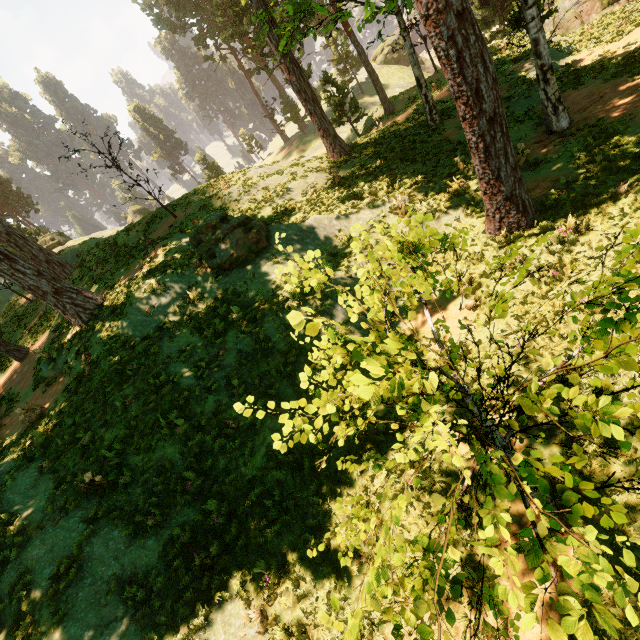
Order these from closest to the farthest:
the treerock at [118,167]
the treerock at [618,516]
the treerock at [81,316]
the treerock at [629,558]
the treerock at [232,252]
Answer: the treerock at [629,558] → the treerock at [618,516] → the treerock at [232,252] → the treerock at [81,316] → the treerock at [118,167]

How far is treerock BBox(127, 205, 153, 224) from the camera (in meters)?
48.12

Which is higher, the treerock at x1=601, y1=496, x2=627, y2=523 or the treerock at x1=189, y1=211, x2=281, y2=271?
the treerock at x1=189, y1=211, x2=281, y2=271

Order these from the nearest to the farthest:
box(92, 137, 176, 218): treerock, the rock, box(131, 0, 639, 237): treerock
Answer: box(131, 0, 639, 237): treerock, box(92, 137, 176, 218): treerock, the rock

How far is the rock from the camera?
53.0 meters

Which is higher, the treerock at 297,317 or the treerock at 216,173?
the treerock at 297,317

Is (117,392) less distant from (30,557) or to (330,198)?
(30,557)

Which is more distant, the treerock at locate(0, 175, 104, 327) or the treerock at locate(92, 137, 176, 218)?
the treerock at locate(92, 137, 176, 218)
